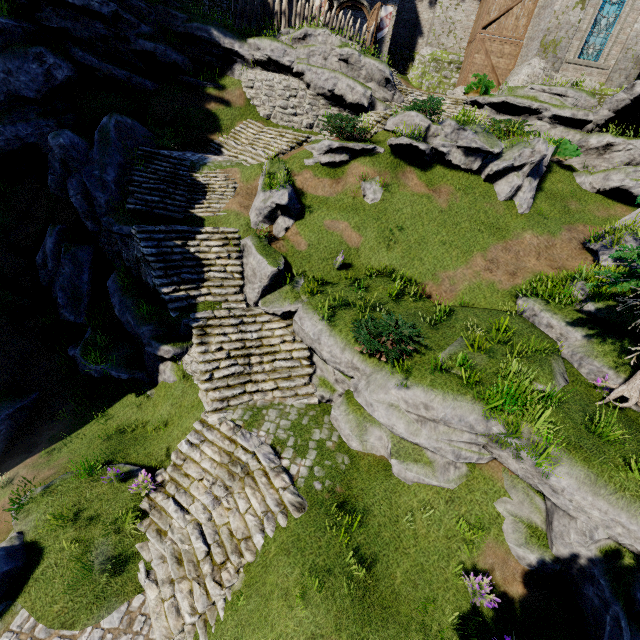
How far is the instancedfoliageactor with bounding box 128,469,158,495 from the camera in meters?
8.6 m

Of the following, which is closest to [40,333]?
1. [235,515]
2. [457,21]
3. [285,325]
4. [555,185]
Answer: [285,325]

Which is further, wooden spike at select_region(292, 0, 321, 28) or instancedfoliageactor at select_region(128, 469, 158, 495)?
wooden spike at select_region(292, 0, 321, 28)

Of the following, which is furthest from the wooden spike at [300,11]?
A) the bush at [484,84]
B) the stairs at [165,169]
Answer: the stairs at [165,169]

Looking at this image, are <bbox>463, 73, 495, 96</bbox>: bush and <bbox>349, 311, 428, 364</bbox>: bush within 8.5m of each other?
no

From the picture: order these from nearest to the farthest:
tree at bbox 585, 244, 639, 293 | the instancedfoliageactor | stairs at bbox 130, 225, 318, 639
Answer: tree at bbox 585, 244, 639, 293 → stairs at bbox 130, 225, 318, 639 → the instancedfoliageactor

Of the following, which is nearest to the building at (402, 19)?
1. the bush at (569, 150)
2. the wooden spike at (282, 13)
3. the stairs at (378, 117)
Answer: the stairs at (378, 117)

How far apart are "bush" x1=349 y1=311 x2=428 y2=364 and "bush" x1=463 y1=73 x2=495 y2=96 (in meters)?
19.31
